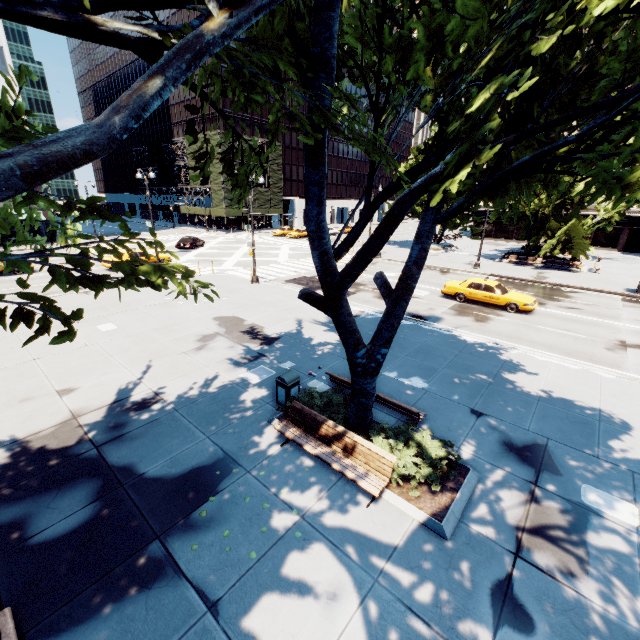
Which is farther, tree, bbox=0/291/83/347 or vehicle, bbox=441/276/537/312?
vehicle, bbox=441/276/537/312

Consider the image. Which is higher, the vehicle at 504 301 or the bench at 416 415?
the bench at 416 415

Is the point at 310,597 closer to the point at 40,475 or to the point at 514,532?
the point at 514,532

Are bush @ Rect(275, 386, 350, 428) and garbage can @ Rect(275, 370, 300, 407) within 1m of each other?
yes

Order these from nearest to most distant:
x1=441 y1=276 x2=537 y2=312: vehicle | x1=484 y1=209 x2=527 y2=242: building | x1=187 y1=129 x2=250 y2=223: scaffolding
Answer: x1=441 y1=276 x2=537 y2=312: vehicle < x1=187 y1=129 x2=250 y2=223: scaffolding < x1=484 y1=209 x2=527 y2=242: building

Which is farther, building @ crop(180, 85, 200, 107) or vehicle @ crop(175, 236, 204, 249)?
building @ crop(180, 85, 200, 107)

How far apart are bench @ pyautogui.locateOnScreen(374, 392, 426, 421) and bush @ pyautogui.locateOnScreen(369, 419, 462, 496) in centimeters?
5cm

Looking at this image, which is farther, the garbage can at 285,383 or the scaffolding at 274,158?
the scaffolding at 274,158
